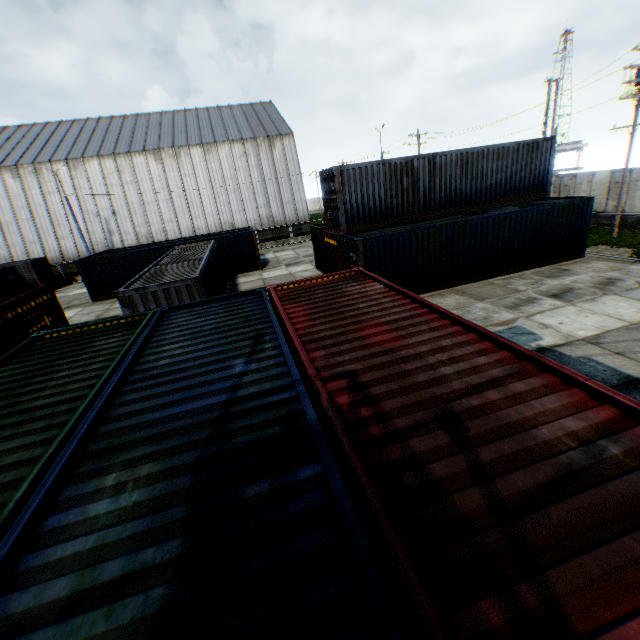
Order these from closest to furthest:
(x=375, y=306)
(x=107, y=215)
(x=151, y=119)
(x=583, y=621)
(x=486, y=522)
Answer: (x=583, y=621) → (x=486, y=522) → (x=375, y=306) → (x=107, y=215) → (x=151, y=119)

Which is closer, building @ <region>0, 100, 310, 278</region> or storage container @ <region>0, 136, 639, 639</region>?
storage container @ <region>0, 136, 639, 639</region>

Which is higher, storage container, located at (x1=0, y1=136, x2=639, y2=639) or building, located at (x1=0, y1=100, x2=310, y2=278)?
building, located at (x1=0, y1=100, x2=310, y2=278)

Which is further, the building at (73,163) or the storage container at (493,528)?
the building at (73,163)

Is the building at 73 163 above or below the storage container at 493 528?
above
